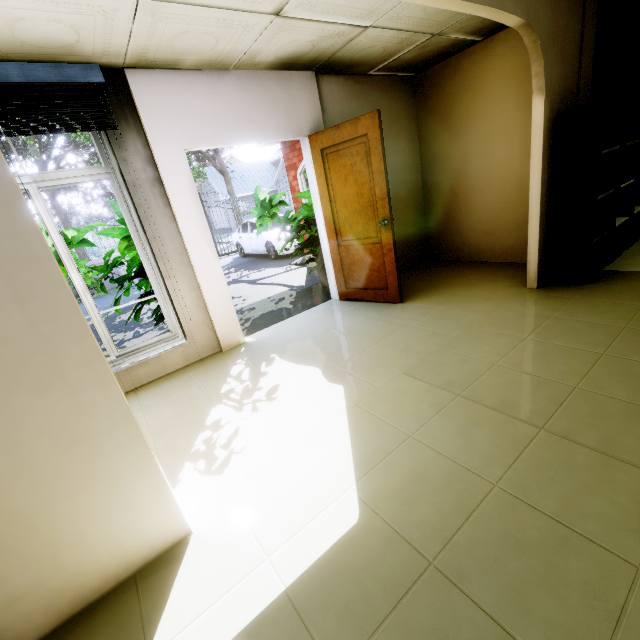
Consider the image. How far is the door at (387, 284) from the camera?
3.46m

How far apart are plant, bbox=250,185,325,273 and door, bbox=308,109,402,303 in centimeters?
46cm

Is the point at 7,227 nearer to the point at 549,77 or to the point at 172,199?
the point at 172,199

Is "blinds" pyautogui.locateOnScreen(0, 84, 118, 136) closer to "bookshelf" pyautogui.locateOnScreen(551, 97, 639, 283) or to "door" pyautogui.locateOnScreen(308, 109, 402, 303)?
"door" pyautogui.locateOnScreen(308, 109, 402, 303)

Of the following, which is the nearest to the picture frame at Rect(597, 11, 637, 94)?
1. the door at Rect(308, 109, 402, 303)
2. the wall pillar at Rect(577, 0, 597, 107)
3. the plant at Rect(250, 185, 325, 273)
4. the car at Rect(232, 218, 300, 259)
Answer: the wall pillar at Rect(577, 0, 597, 107)

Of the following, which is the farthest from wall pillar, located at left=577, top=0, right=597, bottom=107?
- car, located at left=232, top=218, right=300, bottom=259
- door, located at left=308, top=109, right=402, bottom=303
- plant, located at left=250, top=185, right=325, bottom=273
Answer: car, located at left=232, top=218, right=300, bottom=259

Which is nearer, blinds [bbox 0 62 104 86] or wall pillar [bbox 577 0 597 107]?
blinds [bbox 0 62 104 86]

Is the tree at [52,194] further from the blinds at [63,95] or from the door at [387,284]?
the door at [387,284]
